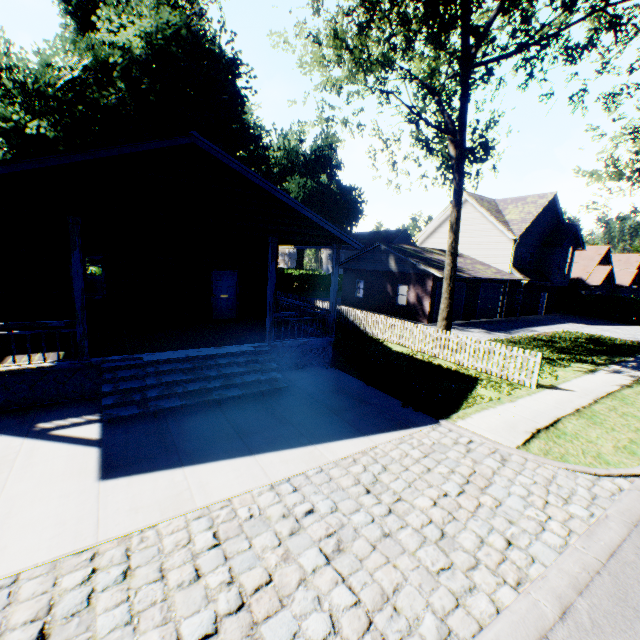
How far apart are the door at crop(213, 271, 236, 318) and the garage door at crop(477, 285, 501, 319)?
19.9 meters

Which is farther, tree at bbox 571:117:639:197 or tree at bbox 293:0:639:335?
tree at bbox 571:117:639:197

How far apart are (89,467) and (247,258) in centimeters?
1066cm

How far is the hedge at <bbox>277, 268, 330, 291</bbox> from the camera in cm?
4047

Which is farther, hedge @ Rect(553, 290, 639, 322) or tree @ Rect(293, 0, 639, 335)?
hedge @ Rect(553, 290, 639, 322)

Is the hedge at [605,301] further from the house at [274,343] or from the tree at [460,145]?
the tree at [460,145]

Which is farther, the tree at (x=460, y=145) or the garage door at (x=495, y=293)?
the garage door at (x=495, y=293)

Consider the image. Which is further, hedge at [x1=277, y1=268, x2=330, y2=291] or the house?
hedge at [x1=277, y1=268, x2=330, y2=291]
